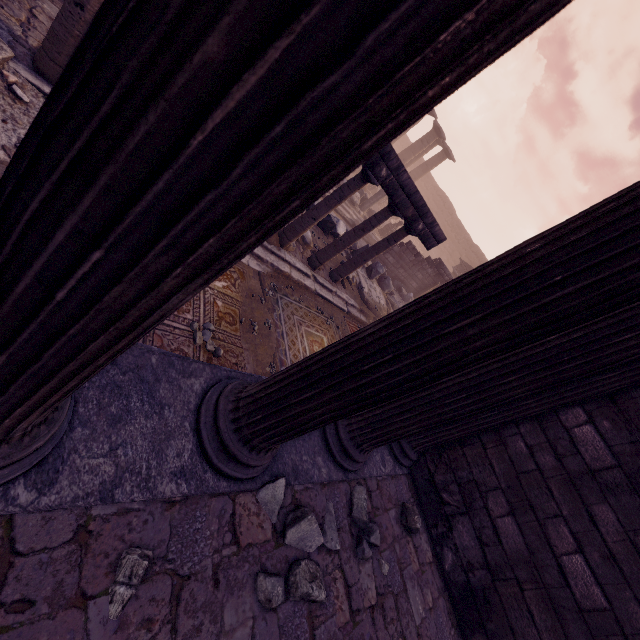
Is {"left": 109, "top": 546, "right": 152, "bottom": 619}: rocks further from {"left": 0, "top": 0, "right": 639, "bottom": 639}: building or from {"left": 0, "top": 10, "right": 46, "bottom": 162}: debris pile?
{"left": 0, "top": 10, "right": 46, "bottom": 162}: debris pile

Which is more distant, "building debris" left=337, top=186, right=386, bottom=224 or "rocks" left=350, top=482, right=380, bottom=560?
"building debris" left=337, top=186, right=386, bottom=224

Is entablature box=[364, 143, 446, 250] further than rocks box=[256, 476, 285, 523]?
Yes

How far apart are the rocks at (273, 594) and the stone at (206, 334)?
2.5 meters

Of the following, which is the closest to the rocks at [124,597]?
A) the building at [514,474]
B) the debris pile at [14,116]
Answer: the building at [514,474]

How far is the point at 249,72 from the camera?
0.4m

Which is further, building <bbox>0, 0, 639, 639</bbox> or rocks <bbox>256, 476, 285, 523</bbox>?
rocks <bbox>256, 476, 285, 523</bbox>

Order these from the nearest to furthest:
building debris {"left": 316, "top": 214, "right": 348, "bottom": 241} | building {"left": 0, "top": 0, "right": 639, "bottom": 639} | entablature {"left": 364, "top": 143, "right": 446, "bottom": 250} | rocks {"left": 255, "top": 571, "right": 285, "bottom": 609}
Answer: building {"left": 0, "top": 0, "right": 639, "bottom": 639}
rocks {"left": 255, "top": 571, "right": 285, "bottom": 609}
entablature {"left": 364, "top": 143, "right": 446, "bottom": 250}
building debris {"left": 316, "top": 214, "right": 348, "bottom": 241}
